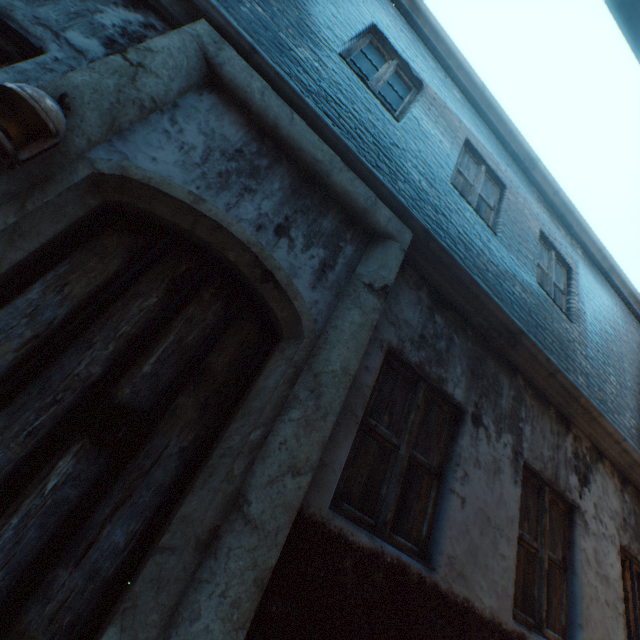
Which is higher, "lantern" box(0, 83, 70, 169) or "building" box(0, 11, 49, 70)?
"building" box(0, 11, 49, 70)

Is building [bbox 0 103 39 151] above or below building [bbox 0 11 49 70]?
below

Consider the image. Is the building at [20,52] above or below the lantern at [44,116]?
above

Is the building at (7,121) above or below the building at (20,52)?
below

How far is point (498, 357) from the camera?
3.6 meters
